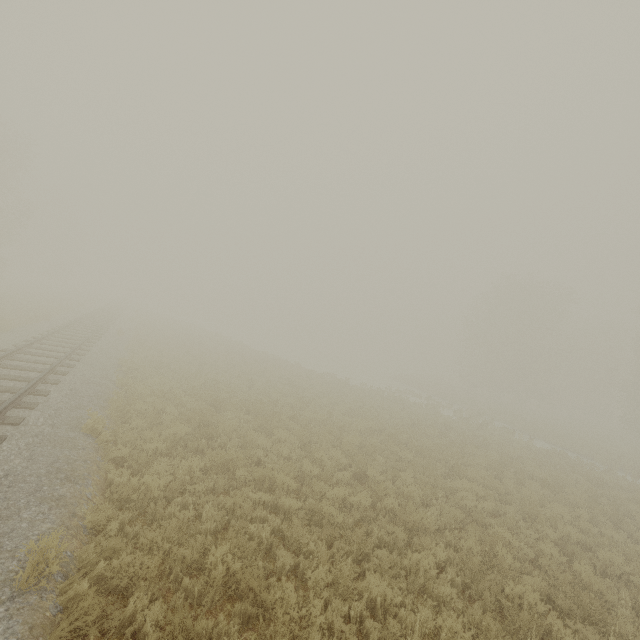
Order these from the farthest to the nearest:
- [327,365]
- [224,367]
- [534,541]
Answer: [327,365]
[224,367]
[534,541]
